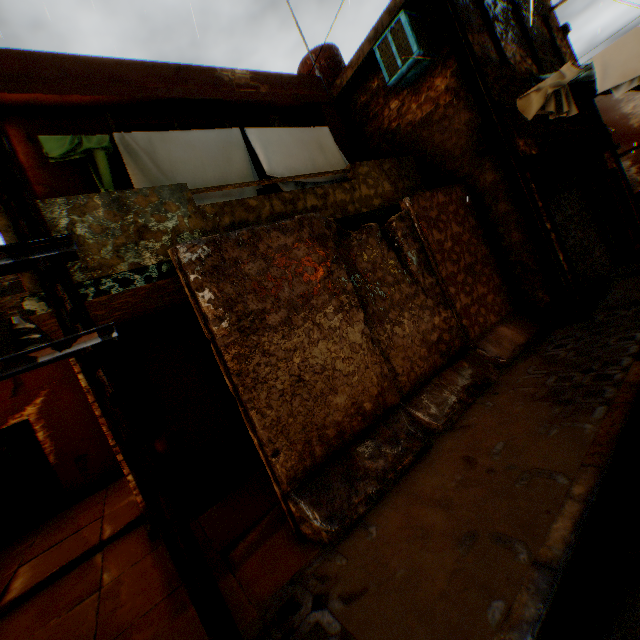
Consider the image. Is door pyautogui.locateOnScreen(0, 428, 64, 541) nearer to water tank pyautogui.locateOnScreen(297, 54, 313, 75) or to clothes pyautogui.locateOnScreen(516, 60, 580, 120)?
clothes pyautogui.locateOnScreen(516, 60, 580, 120)

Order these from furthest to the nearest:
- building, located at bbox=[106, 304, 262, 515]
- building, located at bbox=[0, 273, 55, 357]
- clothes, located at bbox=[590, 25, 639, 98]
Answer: building, located at bbox=[0, 273, 55, 357], building, located at bbox=[106, 304, 262, 515], clothes, located at bbox=[590, 25, 639, 98]

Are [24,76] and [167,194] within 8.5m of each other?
yes

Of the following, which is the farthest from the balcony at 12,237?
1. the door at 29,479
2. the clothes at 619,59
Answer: the door at 29,479

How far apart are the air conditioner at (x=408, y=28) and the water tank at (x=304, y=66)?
4.4 meters

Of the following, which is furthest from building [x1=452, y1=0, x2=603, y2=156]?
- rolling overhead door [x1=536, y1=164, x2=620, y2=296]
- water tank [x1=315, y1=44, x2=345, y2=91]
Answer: water tank [x1=315, y1=44, x2=345, y2=91]

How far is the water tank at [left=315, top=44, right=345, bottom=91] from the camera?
10.38m
